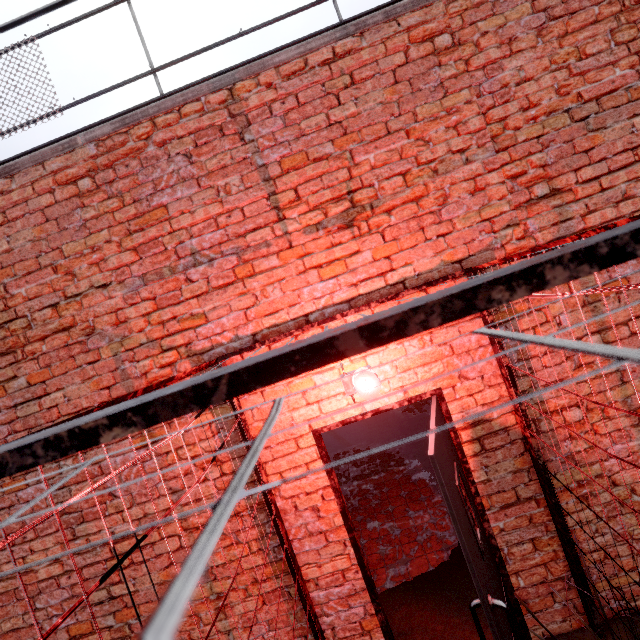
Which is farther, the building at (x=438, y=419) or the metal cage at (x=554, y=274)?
the building at (x=438, y=419)

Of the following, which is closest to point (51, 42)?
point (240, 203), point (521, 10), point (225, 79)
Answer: point (225, 79)

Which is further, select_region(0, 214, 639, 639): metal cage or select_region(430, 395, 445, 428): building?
select_region(430, 395, 445, 428): building

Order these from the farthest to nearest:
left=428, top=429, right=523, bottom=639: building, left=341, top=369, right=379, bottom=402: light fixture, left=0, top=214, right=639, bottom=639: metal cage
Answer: left=341, top=369, right=379, bottom=402: light fixture, left=428, top=429, right=523, bottom=639: building, left=0, top=214, right=639, bottom=639: metal cage

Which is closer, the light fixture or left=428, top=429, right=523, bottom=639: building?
left=428, top=429, right=523, bottom=639: building

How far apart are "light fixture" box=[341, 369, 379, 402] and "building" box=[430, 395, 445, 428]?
0.38m

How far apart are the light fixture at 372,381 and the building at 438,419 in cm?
38
